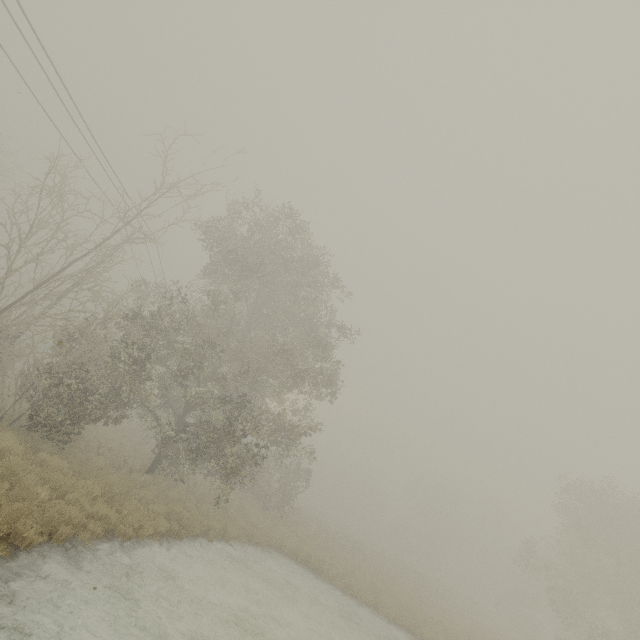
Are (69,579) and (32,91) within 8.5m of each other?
no

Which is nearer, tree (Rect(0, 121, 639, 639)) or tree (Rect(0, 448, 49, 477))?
tree (Rect(0, 448, 49, 477))

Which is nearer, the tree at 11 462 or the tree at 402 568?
the tree at 11 462
